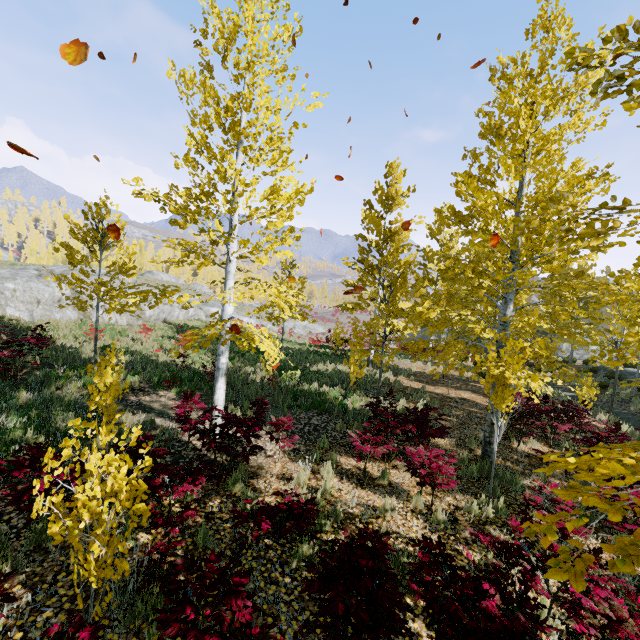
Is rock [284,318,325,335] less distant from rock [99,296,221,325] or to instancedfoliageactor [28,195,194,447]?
rock [99,296,221,325]

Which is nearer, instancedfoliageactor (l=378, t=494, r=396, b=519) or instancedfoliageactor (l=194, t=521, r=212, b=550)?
instancedfoliageactor (l=194, t=521, r=212, b=550)

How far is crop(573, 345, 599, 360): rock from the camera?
31.1 meters

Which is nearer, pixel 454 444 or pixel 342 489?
pixel 342 489

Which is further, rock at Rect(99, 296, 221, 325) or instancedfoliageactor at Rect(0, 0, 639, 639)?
rock at Rect(99, 296, 221, 325)

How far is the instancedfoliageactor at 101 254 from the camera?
6.0 meters

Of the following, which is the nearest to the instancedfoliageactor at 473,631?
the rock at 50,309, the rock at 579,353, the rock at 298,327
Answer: the rock at 579,353

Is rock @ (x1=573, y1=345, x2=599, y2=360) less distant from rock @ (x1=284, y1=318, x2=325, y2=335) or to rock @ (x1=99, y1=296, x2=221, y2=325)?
rock @ (x1=284, y1=318, x2=325, y2=335)
